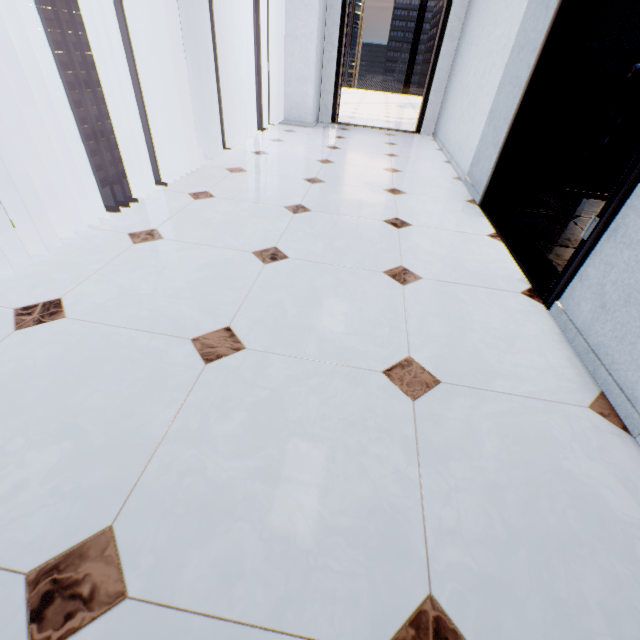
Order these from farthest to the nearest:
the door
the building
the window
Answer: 1. the building
2. the window
3. the door

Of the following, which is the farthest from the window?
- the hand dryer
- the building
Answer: the building

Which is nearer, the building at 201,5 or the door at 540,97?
the door at 540,97

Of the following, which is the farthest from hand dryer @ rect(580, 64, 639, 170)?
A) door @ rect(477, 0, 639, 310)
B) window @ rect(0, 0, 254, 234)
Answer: window @ rect(0, 0, 254, 234)

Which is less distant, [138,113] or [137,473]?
[137,473]

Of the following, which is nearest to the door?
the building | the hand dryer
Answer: the hand dryer

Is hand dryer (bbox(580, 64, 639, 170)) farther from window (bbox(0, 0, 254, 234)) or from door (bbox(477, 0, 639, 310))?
window (bbox(0, 0, 254, 234))

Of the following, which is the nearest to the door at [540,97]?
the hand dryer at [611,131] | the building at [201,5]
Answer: the hand dryer at [611,131]
